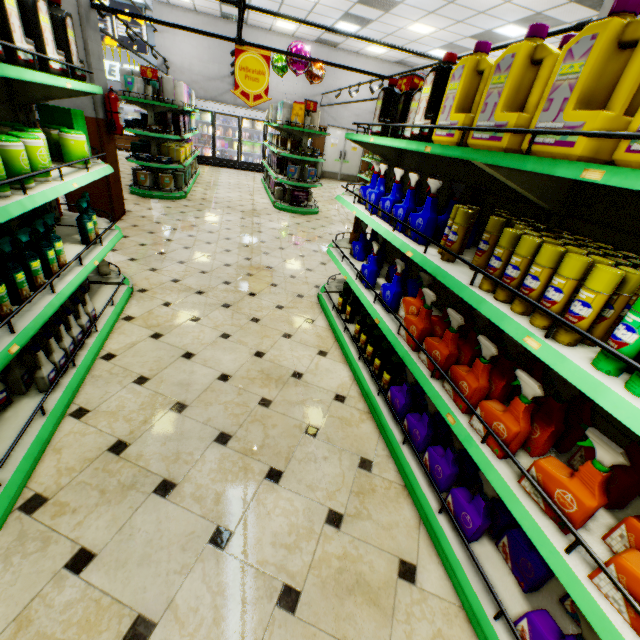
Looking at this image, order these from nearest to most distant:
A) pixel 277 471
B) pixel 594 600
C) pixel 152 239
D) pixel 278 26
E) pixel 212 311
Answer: pixel 594 600 < pixel 277 471 < pixel 212 311 < pixel 152 239 < pixel 278 26

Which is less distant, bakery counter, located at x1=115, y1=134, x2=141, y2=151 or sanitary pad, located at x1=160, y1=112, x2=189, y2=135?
sanitary pad, located at x1=160, y1=112, x2=189, y2=135

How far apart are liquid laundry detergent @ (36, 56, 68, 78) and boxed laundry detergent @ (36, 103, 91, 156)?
0.60m

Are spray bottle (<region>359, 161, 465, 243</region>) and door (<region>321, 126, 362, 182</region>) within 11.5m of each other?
no

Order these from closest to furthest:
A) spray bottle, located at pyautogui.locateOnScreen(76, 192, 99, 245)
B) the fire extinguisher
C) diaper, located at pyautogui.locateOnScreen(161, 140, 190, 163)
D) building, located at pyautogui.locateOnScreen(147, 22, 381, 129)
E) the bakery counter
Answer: spray bottle, located at pyautogui.locateOnScreen(76, 192, 99, 245), the fire extinguisher, diaper, located at pyautogui.locateOnScreen(161, 140, 190, 163), building, located at pyautogui.locateOnScreen(147, 22, 381, 129), the bakery counter

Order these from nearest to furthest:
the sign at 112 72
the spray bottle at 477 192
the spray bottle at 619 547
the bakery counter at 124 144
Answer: the spray bottle at 619 547 → the spray bottle at 477 192 → the bakery counter at 124 144 → the sign at 112 72

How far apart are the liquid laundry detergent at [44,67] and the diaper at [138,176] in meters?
5.6

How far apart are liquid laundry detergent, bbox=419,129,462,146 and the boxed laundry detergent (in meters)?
2.70
